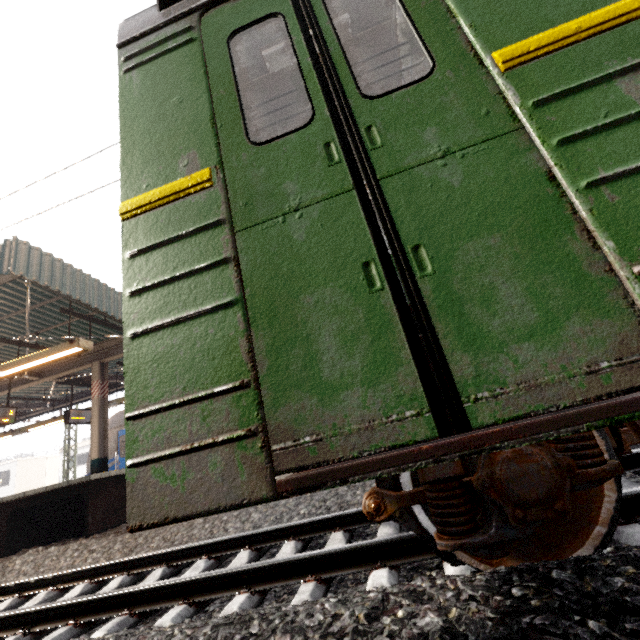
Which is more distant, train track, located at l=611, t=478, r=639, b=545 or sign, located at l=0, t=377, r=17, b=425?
sign, located at l=0, t=377, r=17, b=425

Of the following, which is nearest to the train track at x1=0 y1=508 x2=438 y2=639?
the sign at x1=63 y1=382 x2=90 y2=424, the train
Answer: the train

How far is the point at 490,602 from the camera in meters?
1.3 m

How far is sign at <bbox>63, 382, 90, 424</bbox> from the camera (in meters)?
11.49

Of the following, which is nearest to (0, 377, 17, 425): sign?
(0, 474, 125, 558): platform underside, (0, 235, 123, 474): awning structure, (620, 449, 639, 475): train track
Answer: (0, 235, 123, 474): awning structure

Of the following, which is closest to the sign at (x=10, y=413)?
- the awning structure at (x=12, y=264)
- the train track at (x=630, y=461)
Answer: the awning structure at (x=12, y=264)

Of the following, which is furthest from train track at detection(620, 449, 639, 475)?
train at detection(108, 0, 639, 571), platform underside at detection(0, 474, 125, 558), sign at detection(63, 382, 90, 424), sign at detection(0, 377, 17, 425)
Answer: sign at detection(63, 382, 90, 424)

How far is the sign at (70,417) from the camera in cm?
1149
